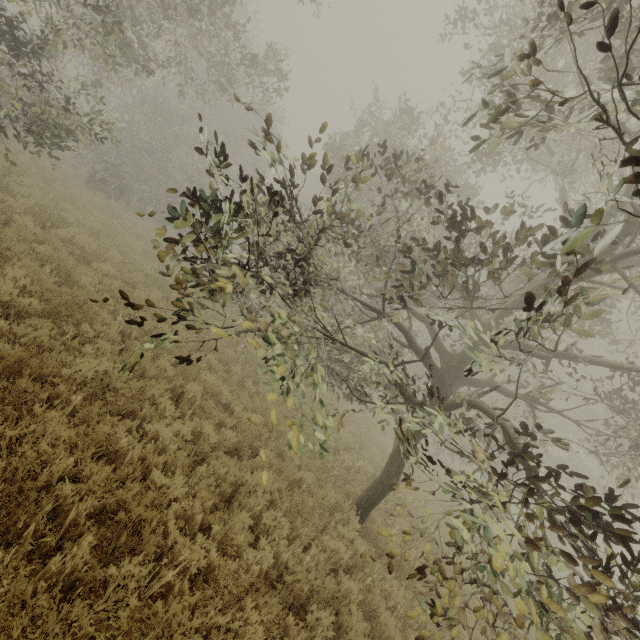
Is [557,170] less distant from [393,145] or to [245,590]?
[393,145]
